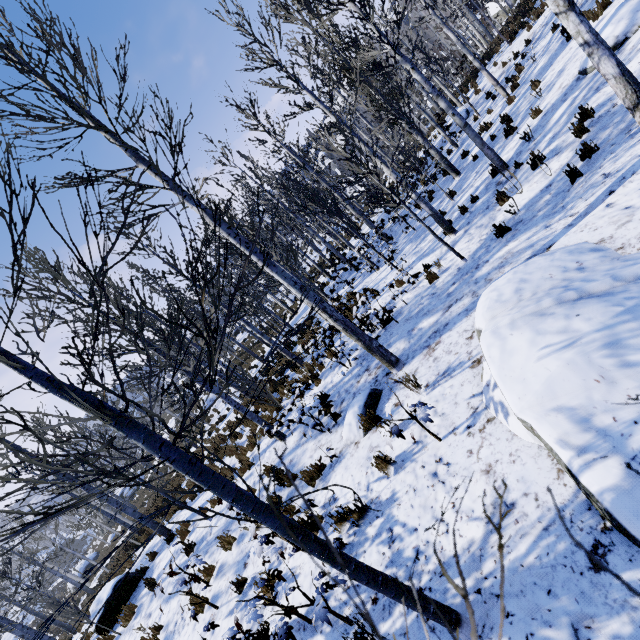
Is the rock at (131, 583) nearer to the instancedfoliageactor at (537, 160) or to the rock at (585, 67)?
the instancedfoliageactor at (537, 160)

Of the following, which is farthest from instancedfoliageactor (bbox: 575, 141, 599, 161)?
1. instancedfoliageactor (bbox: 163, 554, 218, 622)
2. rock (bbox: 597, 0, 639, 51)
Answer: instancedfoliageactor (bbox: 163, 554, 218, 622)

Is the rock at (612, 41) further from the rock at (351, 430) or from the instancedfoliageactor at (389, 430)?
the instancedfoliageactor at (389, 430)

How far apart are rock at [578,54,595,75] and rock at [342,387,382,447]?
9.9 meters

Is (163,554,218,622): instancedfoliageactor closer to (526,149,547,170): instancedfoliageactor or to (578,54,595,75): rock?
(526,149,547,170): instancedfoliageactor

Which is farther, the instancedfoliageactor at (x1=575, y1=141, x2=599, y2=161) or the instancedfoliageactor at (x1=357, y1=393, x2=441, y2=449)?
the instancedfoliageactor at (x1=575, y1=141, x2=599, y2=161)

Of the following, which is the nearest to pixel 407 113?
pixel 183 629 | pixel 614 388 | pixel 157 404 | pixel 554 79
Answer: pixel 554 79
